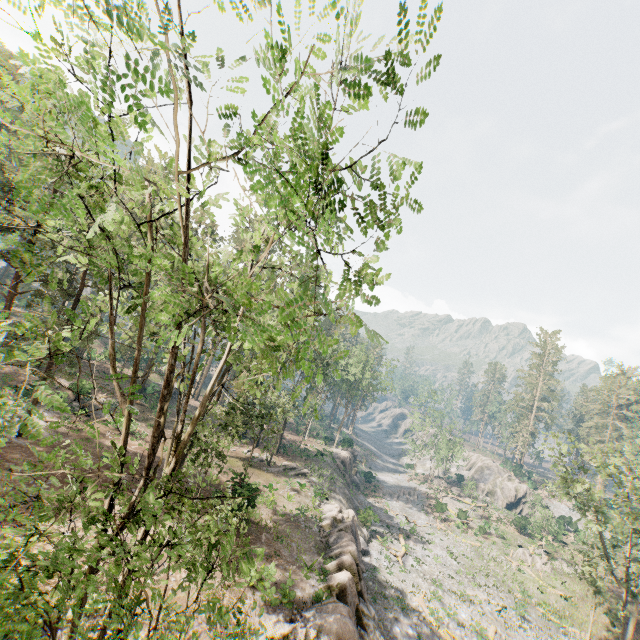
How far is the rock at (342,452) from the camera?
47.5m

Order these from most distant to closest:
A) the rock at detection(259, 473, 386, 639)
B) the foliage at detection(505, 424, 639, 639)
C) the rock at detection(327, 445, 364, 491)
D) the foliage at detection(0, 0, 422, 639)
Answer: the rock at detection(327, 445, 364, 491), the foliage at detection(505, 424, 639, 639), the rock at detection(259, 473, 386, 639), the foliage at detection(0, 0, 422, 639)

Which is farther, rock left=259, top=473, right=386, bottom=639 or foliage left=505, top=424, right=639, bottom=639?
foliage left=505, top=424, right=639, bottom=639

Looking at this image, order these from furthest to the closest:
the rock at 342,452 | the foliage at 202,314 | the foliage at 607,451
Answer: the rock at 342,452
the foliage at 607,451
the foliage at 202,314

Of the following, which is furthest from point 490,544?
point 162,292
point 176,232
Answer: point 162,292

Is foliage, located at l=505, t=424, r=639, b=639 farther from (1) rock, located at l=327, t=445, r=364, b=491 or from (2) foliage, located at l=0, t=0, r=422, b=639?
(1) rock, located at l=327, t=445, r=364, b=491

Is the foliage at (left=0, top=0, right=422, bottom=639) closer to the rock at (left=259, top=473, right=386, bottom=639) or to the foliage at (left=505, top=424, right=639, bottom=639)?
the rock at (left=259, top=473, right=386, bottom=639)
